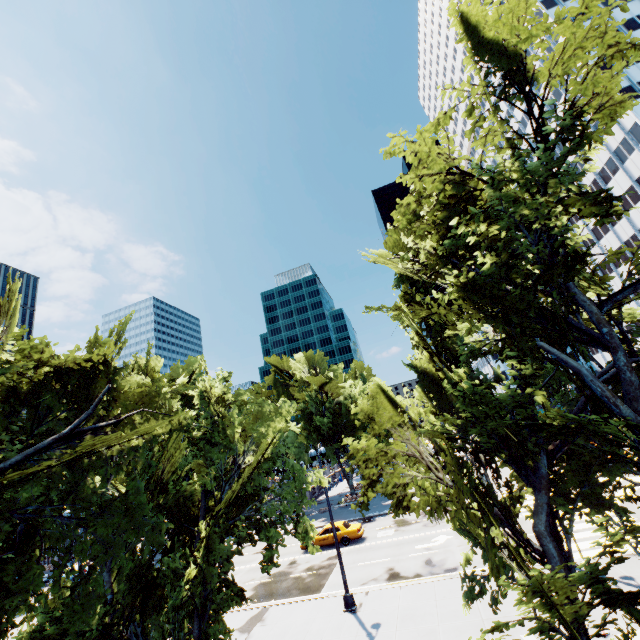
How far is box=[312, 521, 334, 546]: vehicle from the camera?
25.47m

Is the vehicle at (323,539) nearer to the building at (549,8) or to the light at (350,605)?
the light at (350,605)

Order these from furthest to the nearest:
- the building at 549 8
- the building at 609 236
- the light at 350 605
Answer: the building at 549 8 < the building at 609 236 < the light at 350 605

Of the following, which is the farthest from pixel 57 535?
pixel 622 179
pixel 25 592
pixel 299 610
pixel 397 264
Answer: pixel 622 179

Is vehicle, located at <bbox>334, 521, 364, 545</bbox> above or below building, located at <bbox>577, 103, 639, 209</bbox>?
below

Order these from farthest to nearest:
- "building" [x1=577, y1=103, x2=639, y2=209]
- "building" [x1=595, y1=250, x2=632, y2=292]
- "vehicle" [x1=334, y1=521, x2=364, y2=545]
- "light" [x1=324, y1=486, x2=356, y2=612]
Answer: "building" [x1=595, y1=250, x2=632, y2=292]
"building" [x1=577, y1=103, x2=639, y2=209]
"vehicle" [x1=334, y1=521, x2=364, y2=545]
"light" [x1=324, y1=486, x2=356, y2=612]

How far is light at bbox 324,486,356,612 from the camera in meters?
15.1 m
